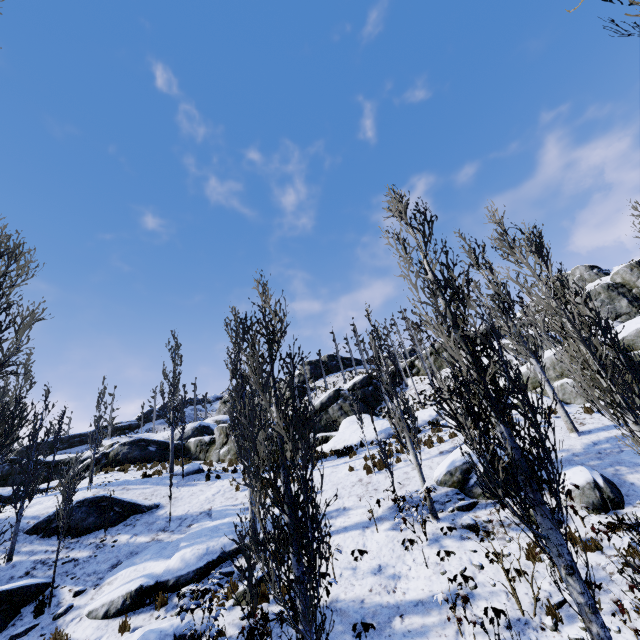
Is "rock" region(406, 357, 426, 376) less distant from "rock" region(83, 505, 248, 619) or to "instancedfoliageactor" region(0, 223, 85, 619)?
"instancedfoliageactor" region(0, 223, 85, 619)

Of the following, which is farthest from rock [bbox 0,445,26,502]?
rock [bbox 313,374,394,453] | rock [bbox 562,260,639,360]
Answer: rock [bbox 562,260,639,360]

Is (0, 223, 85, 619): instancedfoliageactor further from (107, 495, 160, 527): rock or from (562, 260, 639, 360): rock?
(562, 260, 639, 360): rock

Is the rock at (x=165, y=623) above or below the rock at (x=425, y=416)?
below

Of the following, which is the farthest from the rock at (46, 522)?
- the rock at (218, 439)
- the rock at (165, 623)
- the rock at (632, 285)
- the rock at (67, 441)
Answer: the rock at (67, 441)

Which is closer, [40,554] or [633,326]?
[40,554]

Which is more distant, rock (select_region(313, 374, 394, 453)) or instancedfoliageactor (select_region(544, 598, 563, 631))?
rock (select_region(313, 374, 394, 453))

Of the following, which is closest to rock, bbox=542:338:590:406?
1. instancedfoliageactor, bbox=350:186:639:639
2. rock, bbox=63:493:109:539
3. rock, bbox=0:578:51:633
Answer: instancedfoliageactor, bbox=350:186:639:639
